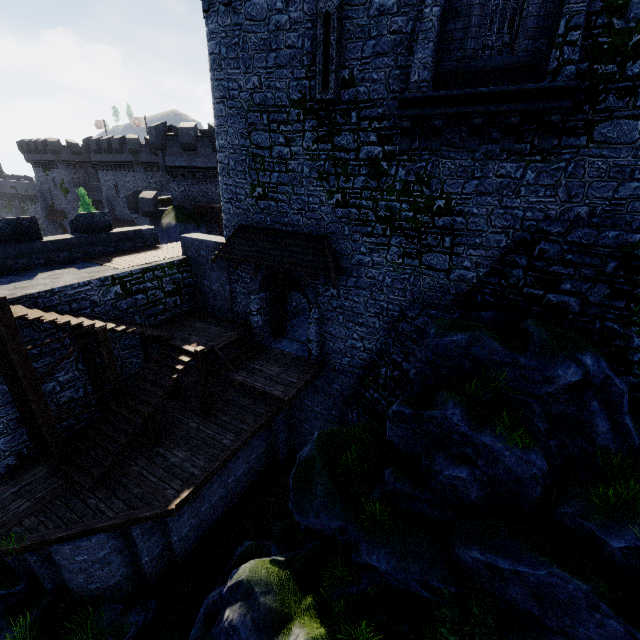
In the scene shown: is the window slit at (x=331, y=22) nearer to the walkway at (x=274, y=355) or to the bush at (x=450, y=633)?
the walkway at (x=274, y=355)

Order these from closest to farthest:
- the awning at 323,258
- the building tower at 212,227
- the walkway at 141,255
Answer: the awning at 323,258
the walkway at 141,255
the building tower at 212,227

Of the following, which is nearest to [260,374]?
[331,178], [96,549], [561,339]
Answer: [96,549]

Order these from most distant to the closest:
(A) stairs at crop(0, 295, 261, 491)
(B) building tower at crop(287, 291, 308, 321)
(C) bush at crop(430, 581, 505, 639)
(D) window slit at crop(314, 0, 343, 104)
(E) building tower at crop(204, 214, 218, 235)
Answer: (E) building tower at crop(204, 214, 218, 235) → (B) building tower at crop(287, 291, 308, 321) → (A) stairs at crop(0, 295, 261, 491) → (D) window slit at crop(314, 0, 343, 104) → (C) bush at crop(430, 581, 505, 639)

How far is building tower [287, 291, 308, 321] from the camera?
17.7m

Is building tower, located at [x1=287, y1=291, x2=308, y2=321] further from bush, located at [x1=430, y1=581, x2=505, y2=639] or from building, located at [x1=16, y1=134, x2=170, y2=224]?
building, located at [x1=16, y1=134, x2=170, y2=224]

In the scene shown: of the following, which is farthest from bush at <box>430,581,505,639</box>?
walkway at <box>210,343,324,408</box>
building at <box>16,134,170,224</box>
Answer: building at <box>16,134,170,224</box>

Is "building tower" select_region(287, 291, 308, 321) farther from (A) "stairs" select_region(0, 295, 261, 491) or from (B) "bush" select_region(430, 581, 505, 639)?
(B) "bush" select_region(430, 581, 505, 639)
